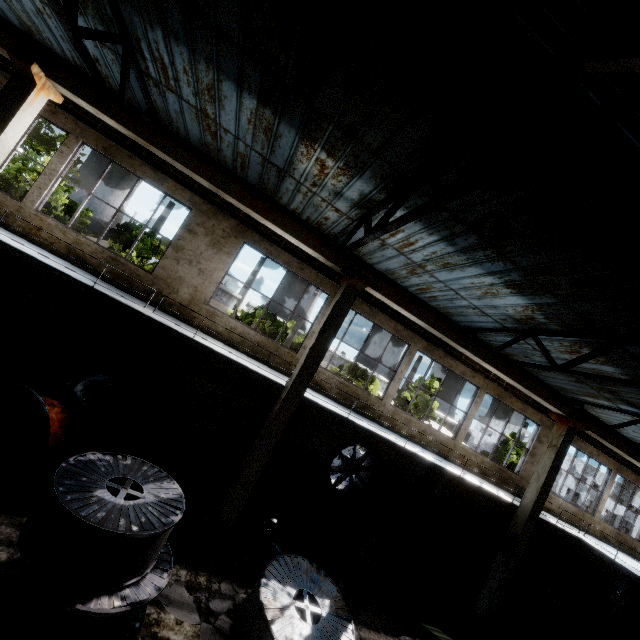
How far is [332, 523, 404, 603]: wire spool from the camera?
9.2m

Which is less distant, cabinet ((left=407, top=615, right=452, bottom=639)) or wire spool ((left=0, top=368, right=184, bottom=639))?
wire spool ((left=0, top=368, right=184, bottom=639))

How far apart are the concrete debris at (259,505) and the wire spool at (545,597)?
10.65m

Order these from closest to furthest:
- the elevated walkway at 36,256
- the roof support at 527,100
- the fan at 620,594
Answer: the roof support at 527,100 → the elevated walkway at 36,256 → the fan at 620,594

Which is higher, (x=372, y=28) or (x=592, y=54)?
(x=372, y=28)

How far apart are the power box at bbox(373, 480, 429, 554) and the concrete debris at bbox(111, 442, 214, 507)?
6.9 meters

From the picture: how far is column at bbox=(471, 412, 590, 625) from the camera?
11.14m

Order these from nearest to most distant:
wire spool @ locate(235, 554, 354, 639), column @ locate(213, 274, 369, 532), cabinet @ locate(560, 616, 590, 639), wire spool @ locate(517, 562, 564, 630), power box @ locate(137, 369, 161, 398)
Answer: wire spool @ locate(235, 554, 354, 639) < column @ locate(213, 274, 369, 532) < power box @ locate(137, 369, 161, 398) < wire spool @ locate(517, 562, 564, 630) < cabinet @ locate(560, 616, 590, 639)
